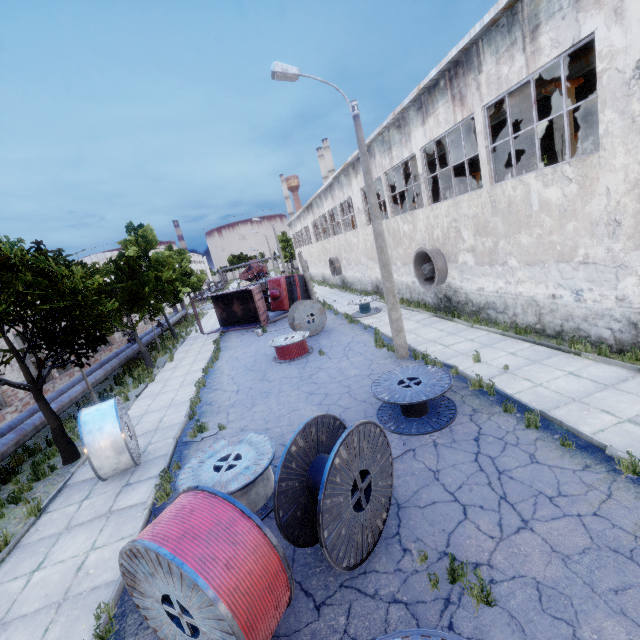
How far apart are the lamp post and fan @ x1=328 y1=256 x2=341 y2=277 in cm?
2085

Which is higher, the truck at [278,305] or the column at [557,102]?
the column at [557,102]

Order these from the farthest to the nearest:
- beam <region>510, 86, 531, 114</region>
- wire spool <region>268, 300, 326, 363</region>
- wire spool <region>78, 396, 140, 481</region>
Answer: wire spool <region>268, 300, 326, 363</region> → beam <region>510, 86, 531, 114</region> → wire spool <region>78, 396, 140, 481</region>

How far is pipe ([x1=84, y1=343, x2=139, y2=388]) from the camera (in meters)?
16.30

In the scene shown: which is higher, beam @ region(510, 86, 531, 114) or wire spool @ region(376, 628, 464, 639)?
beam @ region(510, 86, 531, 114)

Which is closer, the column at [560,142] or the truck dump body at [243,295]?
the column at [560,142]

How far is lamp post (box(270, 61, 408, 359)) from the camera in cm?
979

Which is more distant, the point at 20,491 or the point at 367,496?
the point at 20,491
